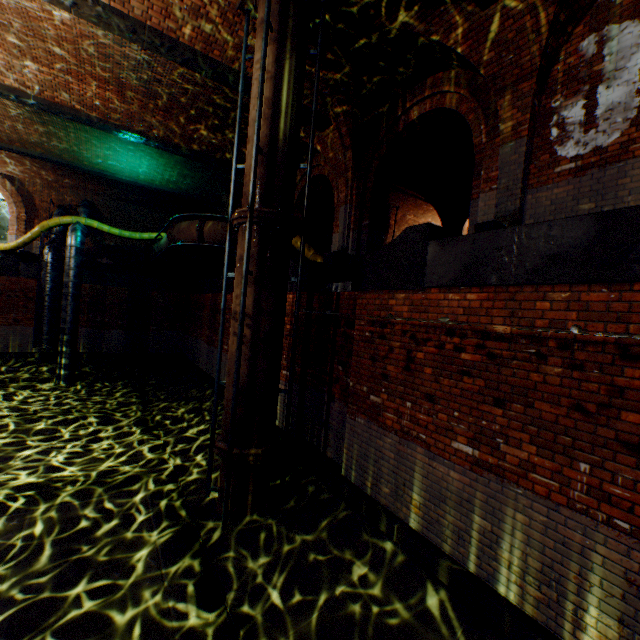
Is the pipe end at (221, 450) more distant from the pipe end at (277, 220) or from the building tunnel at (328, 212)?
the building tunnel at (328, 212)

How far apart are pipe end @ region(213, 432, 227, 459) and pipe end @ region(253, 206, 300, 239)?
4.0m

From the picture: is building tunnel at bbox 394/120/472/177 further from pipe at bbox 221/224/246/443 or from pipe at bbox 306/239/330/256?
pipe at bbox 221/224/246/443

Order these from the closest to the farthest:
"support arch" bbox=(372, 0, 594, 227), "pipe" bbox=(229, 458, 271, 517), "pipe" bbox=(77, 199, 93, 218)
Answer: "support arch" bbox=(372, 0, 594, 227)
"pipe" bbox=(229, 458, 271, 517)
"pipe" bbox=(77, 199, 93, 218)

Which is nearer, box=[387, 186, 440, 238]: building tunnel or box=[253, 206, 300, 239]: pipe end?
box=[253, 206, 300, 239]: pipe end

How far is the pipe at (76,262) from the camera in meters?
13.8 m

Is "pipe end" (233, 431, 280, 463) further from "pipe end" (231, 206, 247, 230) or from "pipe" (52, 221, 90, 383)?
"pipe" (52, 221, 90, 383)

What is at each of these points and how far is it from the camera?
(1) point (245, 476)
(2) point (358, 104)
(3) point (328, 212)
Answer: (1) pipe, 5.8m
(2) support arch, 8.5m
(3) building tunnel, 15.0m
